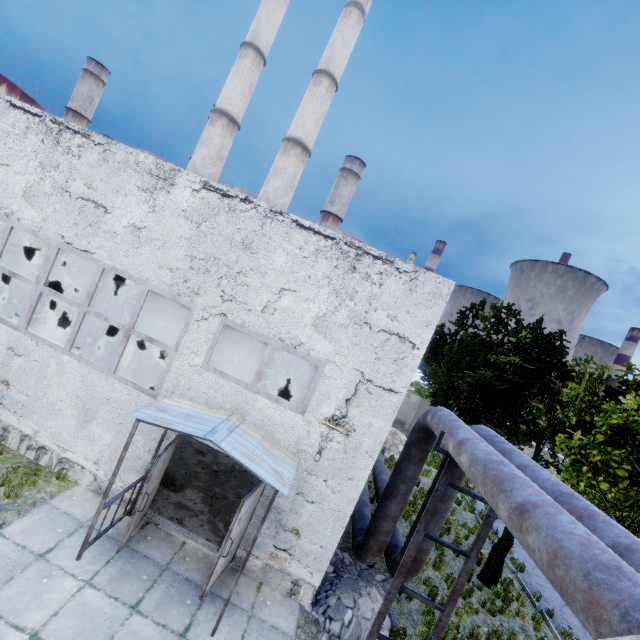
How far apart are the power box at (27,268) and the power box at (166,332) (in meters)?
7.25

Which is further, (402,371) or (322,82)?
(322,82)

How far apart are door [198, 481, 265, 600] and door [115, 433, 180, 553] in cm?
170

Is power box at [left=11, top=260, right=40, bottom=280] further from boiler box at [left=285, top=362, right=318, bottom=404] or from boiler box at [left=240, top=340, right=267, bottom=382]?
boiler box at [left=285, top=362, right=318, bottom=404]

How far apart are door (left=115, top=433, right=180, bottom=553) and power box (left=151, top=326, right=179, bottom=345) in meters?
8.2

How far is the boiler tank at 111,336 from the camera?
13.3 meters

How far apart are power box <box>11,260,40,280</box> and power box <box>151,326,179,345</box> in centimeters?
725cm

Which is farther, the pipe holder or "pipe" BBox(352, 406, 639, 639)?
the pipe holder
